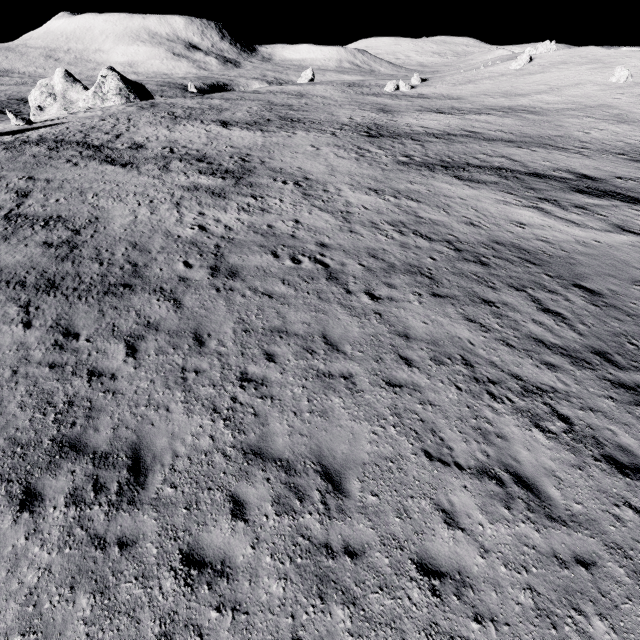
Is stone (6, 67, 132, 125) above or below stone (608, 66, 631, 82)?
below

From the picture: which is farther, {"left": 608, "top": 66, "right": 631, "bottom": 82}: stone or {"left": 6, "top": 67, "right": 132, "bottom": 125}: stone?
{"left": 608, "top": 66, "right": 631, "bottom": 82}: stone

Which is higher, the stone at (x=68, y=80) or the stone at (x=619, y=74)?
the stone at (x=619, y=74)

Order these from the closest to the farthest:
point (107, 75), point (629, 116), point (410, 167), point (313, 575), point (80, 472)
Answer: point (313, 575) < point (80, 472) < point (410, 167) < point (629, 116) < point (107, 75)

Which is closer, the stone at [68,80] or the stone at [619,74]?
the stone at [68,80]

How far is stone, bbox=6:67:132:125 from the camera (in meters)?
56.47

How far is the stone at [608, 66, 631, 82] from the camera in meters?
57.6
